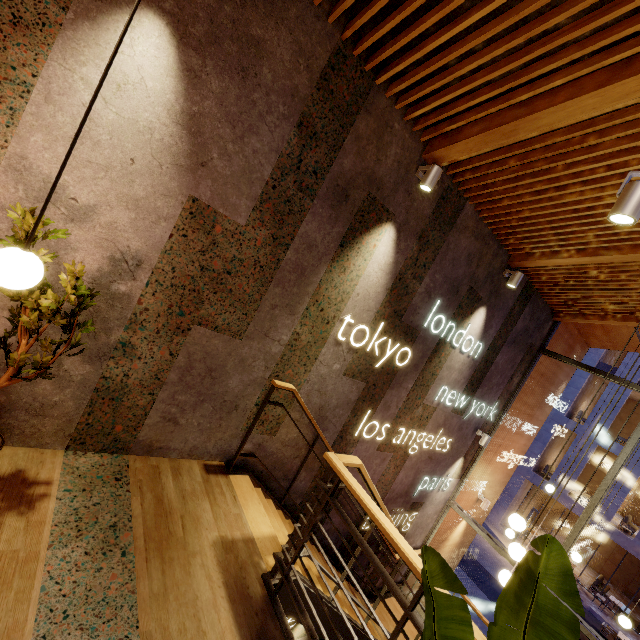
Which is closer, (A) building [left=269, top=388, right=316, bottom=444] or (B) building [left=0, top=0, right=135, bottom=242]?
(B) building [left=0, top=0, right=135, bottom=242]

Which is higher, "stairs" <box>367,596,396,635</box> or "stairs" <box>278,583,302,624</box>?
"stairs" <box>278,583,302,624</box>

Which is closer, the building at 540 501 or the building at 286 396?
the building at 286 396

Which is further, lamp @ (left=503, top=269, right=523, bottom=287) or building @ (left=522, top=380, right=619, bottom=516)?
building @ (left=522, top=380, right=619, bottom=516)

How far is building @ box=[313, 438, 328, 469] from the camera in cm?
436

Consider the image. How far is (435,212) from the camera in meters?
4.0

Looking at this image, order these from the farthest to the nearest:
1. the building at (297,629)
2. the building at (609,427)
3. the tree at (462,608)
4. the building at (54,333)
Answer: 1. the building at (609,427)
2. the building at (297,629)
3. the building at (54,333)
4. the tree at (462,608)

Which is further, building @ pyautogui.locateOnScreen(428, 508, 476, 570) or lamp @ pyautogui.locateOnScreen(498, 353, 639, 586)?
building @ pyautogui.locateOnScreen(428, 508, 476, 570)
